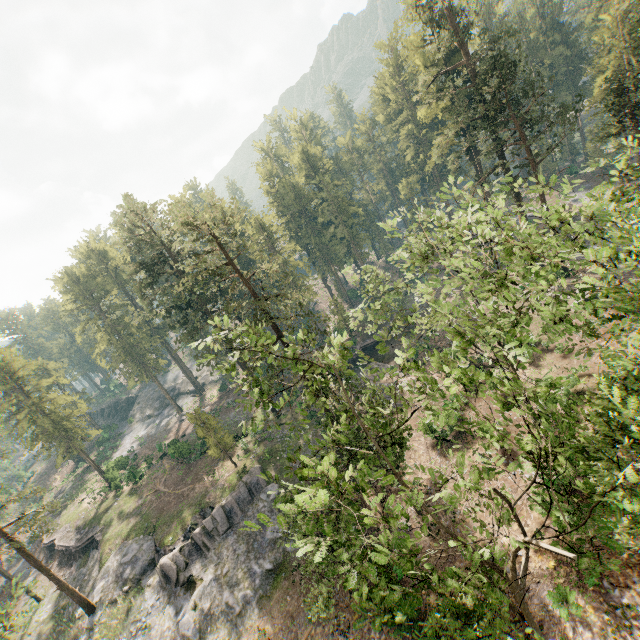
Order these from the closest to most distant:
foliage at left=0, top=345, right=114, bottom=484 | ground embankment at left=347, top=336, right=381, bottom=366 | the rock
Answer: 1. the rock
2. foliage at left=0, top=345, right=114, bottom=484
3. ground embankment at left=347, top=336, right=381, bottom=366

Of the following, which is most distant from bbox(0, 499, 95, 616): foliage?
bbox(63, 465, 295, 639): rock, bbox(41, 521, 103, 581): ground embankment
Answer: bbox(41, 521, 103, 581): ground embankment

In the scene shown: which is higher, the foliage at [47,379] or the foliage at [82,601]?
the foliage at [47,379]

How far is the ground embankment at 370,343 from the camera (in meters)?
46.03

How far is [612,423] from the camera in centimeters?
1270cm

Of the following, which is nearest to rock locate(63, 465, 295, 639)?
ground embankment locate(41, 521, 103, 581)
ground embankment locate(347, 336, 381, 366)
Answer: ground embankment locate(41, 521, 103, 581)

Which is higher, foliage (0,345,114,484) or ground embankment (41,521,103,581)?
foliage (0,345,114,484)

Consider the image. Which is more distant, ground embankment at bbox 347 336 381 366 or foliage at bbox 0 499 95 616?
ground embankment at bbox 347 336 381 366
